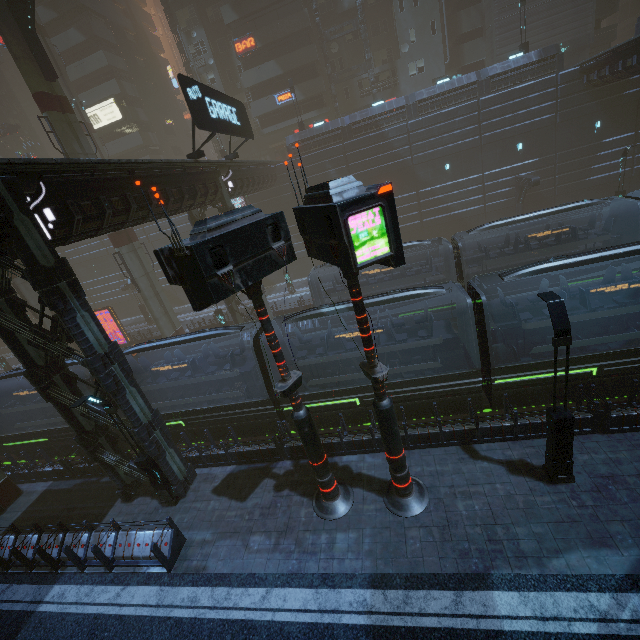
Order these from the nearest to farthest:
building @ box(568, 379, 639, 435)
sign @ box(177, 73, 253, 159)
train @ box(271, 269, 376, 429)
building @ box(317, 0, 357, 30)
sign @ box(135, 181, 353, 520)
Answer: sign @ box(135, 181, 353, 520)
building @ box(568, 379, 639, 435)
train @ box(271, 269, 376, 429)
sign @ box(177, 73, 253, 159)
building @ box(317, 0, 357, 30)

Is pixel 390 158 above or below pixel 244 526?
above

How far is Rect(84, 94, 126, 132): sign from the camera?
41.34m

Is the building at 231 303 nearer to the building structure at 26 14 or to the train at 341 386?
the train at 341 386

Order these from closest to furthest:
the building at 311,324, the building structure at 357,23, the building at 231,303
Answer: the building at 311,324 → the building at 231,303 → the building structure at 357,23

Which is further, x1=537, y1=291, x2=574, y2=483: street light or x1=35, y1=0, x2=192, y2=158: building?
x1=35, y1=0, x2=192, y2=158: building

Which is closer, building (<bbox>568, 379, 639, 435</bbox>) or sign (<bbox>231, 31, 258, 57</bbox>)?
building (<bbox>568, 379, 639, 435</bbox>)

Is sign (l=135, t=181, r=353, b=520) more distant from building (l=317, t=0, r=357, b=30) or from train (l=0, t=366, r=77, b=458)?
train (l=0, t=366, r=77, b=458)
